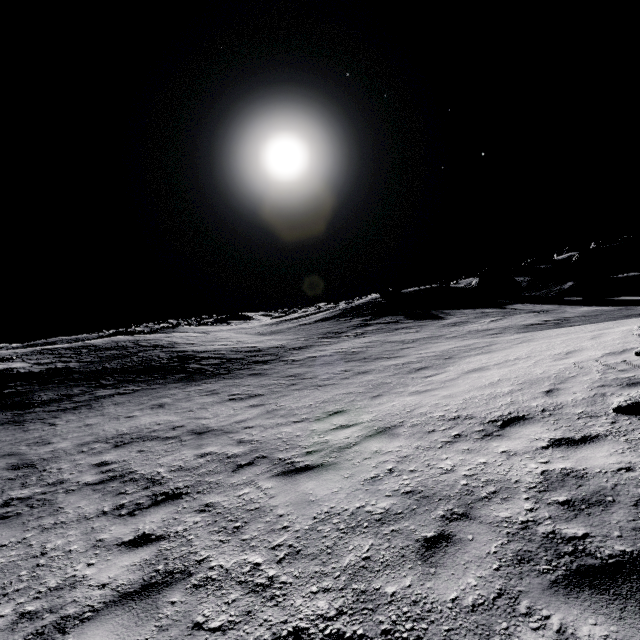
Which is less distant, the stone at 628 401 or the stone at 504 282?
the stone at 628 401

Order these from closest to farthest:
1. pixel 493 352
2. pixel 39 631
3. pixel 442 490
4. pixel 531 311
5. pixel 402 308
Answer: pixel 39 631, pixel 442 490, pixel 493 352, pixel 531 311, pixel 402 308

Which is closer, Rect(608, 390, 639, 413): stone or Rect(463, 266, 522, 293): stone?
Rect(608, 390, 639, 413): stone

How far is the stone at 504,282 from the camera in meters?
33.9

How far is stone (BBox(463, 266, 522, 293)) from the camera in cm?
3394

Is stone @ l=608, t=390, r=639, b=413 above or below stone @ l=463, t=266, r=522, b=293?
below
